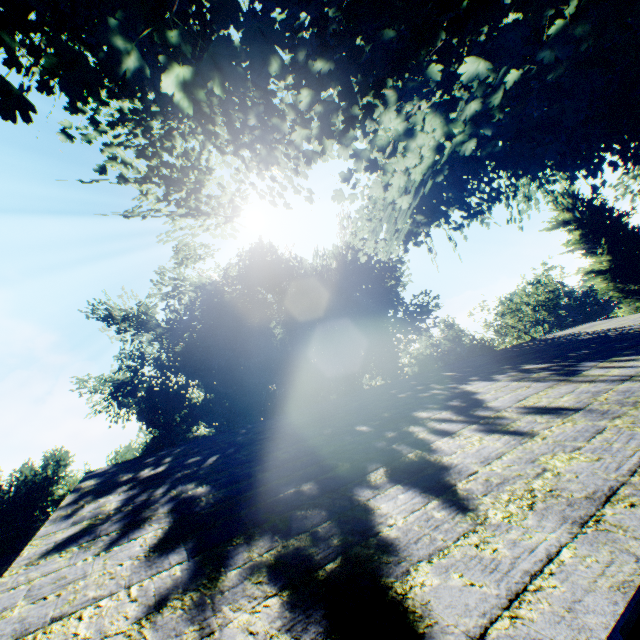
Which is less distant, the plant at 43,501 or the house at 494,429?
the house at 494,429

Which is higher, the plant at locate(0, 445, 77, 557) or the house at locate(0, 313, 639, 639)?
the plant at locate(0, 445, 77, 557)

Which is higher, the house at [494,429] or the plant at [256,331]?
the plant at [256,331]

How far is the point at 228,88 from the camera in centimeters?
735cm

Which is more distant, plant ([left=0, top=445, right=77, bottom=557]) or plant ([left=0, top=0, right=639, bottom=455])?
plant ([left=0, top=445, right=77, bottom=557])

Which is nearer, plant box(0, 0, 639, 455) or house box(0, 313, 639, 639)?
house box(0, 313, 639, 639)

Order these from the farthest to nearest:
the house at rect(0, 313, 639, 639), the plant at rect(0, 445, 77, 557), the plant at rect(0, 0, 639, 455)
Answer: the plant at rect(0, 445, 77, 557)
the plant at rect(0, 0, 639, 455)
the house at rect(0, 313, 639, 639)
